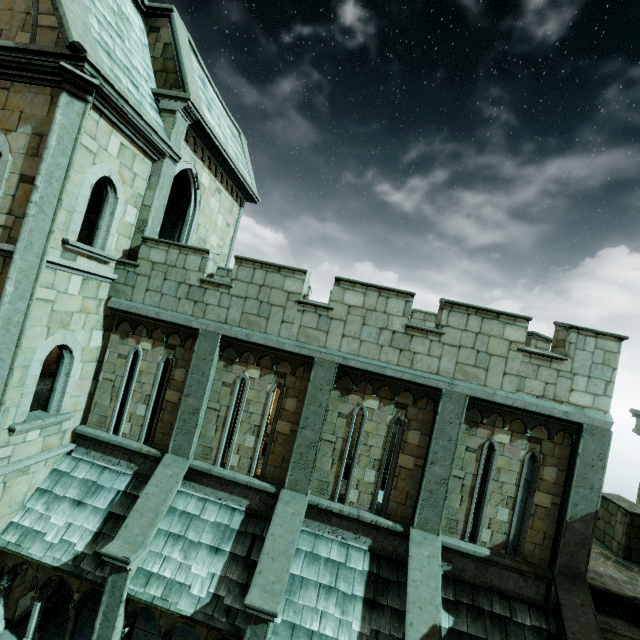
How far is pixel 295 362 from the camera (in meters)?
8.39
